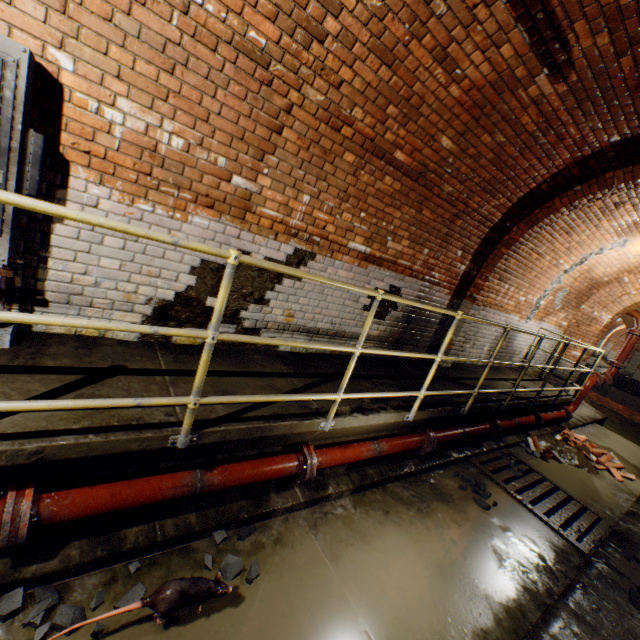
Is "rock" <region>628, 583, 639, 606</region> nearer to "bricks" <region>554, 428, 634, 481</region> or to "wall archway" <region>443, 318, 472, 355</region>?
"wall archway" <region>443, 318, 472, 355</region>

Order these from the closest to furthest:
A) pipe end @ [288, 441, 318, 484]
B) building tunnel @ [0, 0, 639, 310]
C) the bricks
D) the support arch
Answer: building tunnel @ [0, 0, 639, 310] < pipe end @ [288, 441, 318, 484] < the bricks < the support arch

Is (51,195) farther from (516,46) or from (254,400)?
(516,46)

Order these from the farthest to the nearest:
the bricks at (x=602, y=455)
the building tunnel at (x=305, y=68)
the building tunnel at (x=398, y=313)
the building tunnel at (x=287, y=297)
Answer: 1. the bricks at (x=602, y=455)
2. the building tunnel at (x=398, y=313)
3. the building tunnel at (x=287, y=297)
4. the building tunnel at (x=305, y=68)

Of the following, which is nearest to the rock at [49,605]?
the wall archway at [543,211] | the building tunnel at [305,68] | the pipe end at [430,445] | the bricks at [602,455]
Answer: the building tunnel at [305,68]

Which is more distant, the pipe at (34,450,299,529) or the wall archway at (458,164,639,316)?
the wall archway at (458,164,639,316)

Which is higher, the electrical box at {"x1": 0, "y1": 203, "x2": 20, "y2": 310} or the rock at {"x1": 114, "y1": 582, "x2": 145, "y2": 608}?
the electrical box at {"x1": 0, "y1": 203, "x2": 20, "y2": 310}

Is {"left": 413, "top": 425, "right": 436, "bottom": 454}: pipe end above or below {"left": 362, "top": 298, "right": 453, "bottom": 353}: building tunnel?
below
